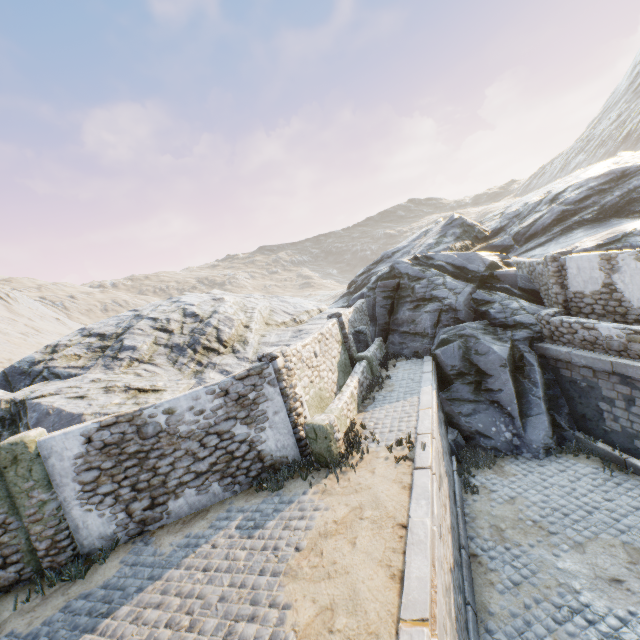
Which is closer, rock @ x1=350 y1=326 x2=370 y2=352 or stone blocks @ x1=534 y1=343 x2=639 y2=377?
stone blocks @ x1=534 y1=343 x2=639 y2=377

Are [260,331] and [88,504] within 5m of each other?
no

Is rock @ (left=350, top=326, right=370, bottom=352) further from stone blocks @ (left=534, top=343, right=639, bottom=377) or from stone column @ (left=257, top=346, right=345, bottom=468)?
stone column @ (left=257, top=346, right=345, bottom=468)

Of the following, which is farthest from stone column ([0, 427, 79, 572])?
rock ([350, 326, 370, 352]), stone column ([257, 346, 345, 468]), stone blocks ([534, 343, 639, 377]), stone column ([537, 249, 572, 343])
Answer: stone column ([537, 249, 572, 343])

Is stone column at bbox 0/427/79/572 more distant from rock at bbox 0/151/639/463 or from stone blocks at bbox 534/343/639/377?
rock at bbox 0/151/639/463

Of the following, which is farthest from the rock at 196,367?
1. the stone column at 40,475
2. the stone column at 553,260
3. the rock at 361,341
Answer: the stone column at 40,475

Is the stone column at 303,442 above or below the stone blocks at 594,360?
above

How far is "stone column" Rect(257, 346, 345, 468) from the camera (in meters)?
8.18
